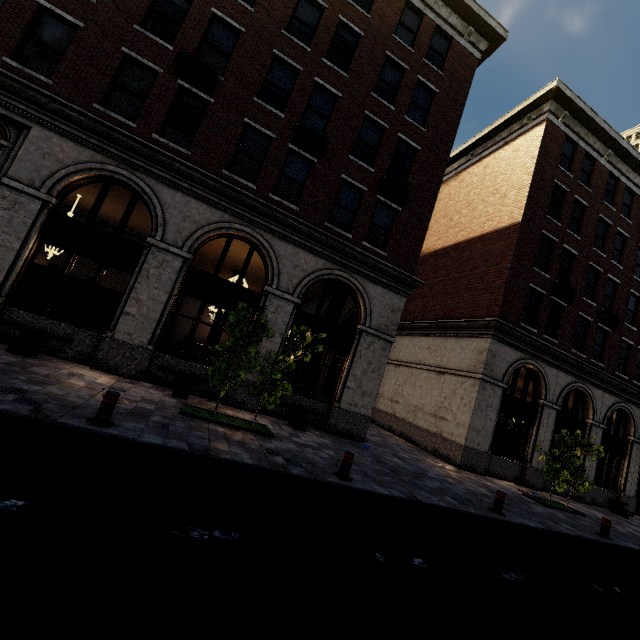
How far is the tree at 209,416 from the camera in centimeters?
820cm

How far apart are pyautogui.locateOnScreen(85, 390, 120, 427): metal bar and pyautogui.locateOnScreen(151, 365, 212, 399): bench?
3.69m

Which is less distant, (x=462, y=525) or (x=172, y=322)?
(x=462, y=525)

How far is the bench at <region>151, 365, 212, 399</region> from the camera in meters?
9.6

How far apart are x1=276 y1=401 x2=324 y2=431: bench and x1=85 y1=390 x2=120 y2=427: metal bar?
5.5m

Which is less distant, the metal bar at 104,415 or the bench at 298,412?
the metal bar at 104,415

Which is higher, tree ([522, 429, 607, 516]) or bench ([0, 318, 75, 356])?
tree ([522, 429, 607, 516])

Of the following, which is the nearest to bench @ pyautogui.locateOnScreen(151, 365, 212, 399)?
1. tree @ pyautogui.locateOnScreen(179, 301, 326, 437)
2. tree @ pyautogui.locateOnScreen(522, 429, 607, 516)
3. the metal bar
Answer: tree @ pyautogui.locateOnScreen(179, 301, 326, 437)
